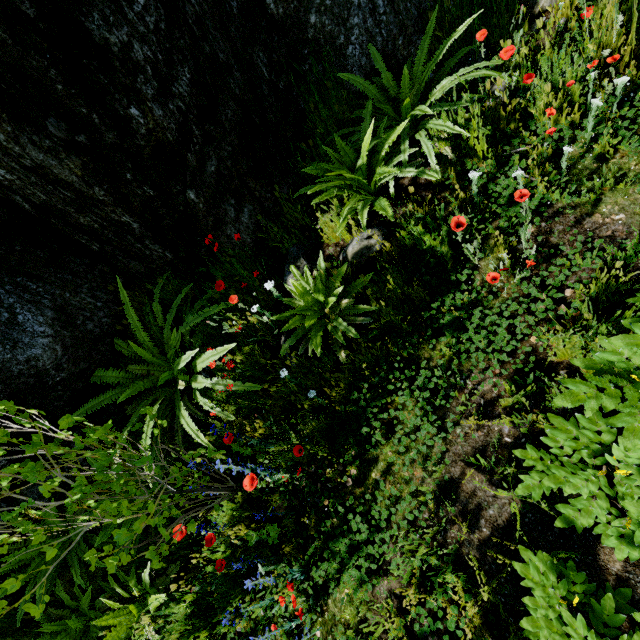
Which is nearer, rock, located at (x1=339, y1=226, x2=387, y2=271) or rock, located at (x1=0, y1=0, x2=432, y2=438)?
rock, located at (x1=0, y1=0, x2=432, y2=438)

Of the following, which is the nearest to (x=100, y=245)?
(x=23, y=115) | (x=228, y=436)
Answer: (x=23, y=115)

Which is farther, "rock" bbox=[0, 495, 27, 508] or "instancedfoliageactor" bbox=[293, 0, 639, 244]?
"rock" bbox=[0, 495, 27, 508]

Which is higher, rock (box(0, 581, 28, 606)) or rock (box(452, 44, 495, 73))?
rock (box(452, 44, 495, 73))

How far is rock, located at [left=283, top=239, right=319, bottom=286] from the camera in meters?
3.1

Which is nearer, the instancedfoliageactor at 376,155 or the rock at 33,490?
the instancedfoliageactor at 376,155
